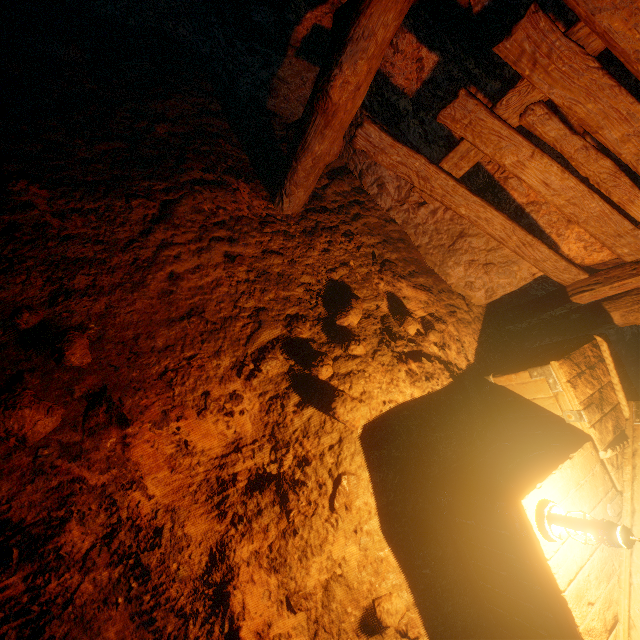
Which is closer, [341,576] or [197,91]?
[341,576]

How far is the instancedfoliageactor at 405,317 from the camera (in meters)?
3.13

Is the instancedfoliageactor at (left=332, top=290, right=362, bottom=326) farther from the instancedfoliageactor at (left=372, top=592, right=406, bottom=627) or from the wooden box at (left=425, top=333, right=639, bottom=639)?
the instancedfoliageactor at (left=372, top=592, right=406, bottom=627)

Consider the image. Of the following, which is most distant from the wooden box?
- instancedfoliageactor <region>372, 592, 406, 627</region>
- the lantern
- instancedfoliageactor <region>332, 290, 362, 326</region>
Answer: instancedfoliageactor <region>332, 290, 362, 326</region>

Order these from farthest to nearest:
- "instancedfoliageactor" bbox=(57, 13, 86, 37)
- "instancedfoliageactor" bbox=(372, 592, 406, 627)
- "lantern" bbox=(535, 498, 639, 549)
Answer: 1. "instancedfoliageactor" bbox=(57, 13, 86, 37)
2. "instancedfoliageactor" bbox=(372, 592, 406, 627)
3. "lantern" bbox=(535, 498, 639, 549)

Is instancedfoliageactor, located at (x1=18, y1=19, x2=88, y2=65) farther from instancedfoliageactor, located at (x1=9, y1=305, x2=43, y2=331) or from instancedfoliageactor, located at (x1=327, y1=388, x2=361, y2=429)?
instancedfoliageactor, located at (x1=327, y1=388, x2=361, y2=429)

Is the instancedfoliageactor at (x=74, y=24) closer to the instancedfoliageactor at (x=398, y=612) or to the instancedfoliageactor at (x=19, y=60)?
the instancedfoliageactor at (x=19, y=60)

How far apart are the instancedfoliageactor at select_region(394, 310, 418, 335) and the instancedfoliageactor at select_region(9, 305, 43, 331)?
2.8m
